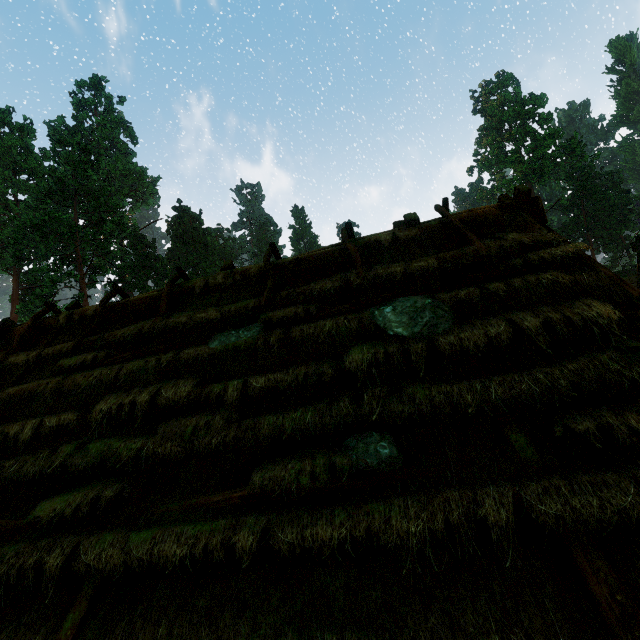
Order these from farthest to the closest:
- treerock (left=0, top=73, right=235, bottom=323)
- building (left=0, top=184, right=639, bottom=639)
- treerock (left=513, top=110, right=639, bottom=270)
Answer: treerock (left=513, top=110, right=639, bottom=270) → treerock (left=0, top=73, right=235, bottom=323) → building (left=0, top=184, right=639, bottom=639)

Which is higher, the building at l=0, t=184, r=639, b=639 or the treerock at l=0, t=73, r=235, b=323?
the treerock at l=0, t=73, r=235, b=323

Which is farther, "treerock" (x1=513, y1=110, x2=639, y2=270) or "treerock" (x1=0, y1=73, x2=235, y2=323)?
"treerock" (x1=513, y1=110, x2=639, y2=270)

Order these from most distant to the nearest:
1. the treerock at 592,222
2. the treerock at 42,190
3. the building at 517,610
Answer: the treerock at 592,222, the treerock at 42,190, the building at 517,610

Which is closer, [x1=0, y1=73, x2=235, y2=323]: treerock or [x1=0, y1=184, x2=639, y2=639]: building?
[x1=0, y1=184, x2=639, y2=639]: building

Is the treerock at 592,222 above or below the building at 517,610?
above

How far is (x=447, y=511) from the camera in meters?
2.5
